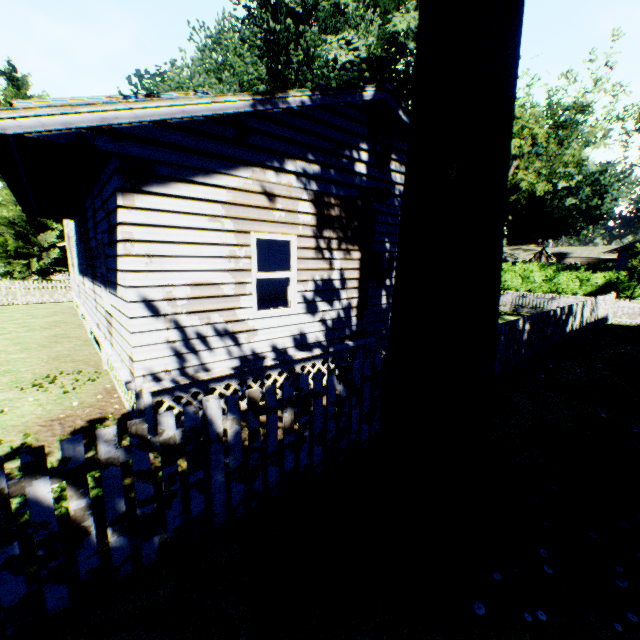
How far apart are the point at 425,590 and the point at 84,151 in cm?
648

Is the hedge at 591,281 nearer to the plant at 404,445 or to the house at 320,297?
the plant at 404,445

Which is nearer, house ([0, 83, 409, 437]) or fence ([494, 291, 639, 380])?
house ([0, 83, 409, 437])

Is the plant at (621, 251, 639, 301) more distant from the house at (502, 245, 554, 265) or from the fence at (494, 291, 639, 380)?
the fence at (494, 291, 639, 380)

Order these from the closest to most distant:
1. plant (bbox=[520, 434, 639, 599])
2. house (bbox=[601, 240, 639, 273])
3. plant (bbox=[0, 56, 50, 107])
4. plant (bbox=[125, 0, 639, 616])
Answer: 1. plant (bbox=[125, 0, 639, 616])
2. plant (bbox=[520, 434, 639, 599])
3. house (bbox=[601, 240, 639, 273])
4. plant (bbox=[0, 56, 50, 107])

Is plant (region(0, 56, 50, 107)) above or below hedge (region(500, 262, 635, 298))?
above

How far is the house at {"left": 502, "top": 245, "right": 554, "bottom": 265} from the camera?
43.3m

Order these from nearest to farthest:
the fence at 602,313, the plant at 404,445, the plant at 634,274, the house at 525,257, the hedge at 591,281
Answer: the plant at 404,445 < the fence at 602,313 < the plant at 634,274 < the hedge at 591,281 < the house at 525,257
